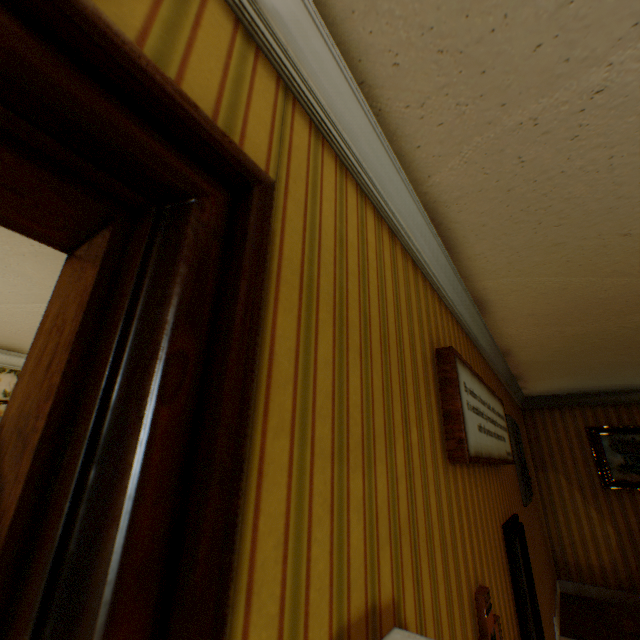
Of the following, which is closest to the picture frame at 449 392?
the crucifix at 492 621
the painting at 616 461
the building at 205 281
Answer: the building at 205 281

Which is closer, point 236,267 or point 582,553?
point 236,267

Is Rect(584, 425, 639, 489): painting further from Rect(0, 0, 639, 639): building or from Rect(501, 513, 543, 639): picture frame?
Rect(501, 513, 543, 639): picture frame

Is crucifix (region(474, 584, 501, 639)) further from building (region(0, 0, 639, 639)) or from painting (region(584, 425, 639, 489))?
painting (region(584, 425, 639, 489))

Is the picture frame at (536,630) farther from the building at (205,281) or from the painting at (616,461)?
the painting at (616,461)

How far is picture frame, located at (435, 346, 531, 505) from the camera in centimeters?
161cm

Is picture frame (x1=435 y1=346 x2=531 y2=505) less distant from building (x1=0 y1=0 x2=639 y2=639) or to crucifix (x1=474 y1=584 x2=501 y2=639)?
building (x1=0 y1=0 x2=639 y2=639)

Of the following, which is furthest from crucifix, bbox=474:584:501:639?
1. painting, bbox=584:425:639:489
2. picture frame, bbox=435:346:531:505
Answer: painting, bbox=584:425:639:489
